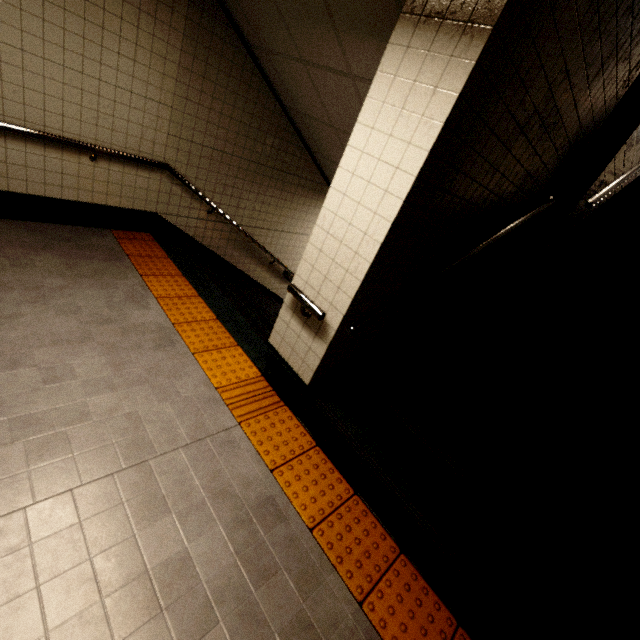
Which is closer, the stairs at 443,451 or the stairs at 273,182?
the stairs at 443,451

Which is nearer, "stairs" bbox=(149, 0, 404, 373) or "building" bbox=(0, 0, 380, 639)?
"building" bbox=(0, 0, 380, 639)

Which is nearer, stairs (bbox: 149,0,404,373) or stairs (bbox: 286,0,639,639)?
stairs (bbox: 286,0,639,639)

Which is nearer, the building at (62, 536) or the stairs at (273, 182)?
the building at (62, 536)

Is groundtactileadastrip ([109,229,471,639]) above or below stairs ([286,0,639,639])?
below

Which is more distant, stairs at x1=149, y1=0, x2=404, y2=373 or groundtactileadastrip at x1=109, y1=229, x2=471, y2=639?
stairs at x1=149, y1=0, x2=404, y2=373

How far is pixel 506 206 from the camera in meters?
3.1 m
